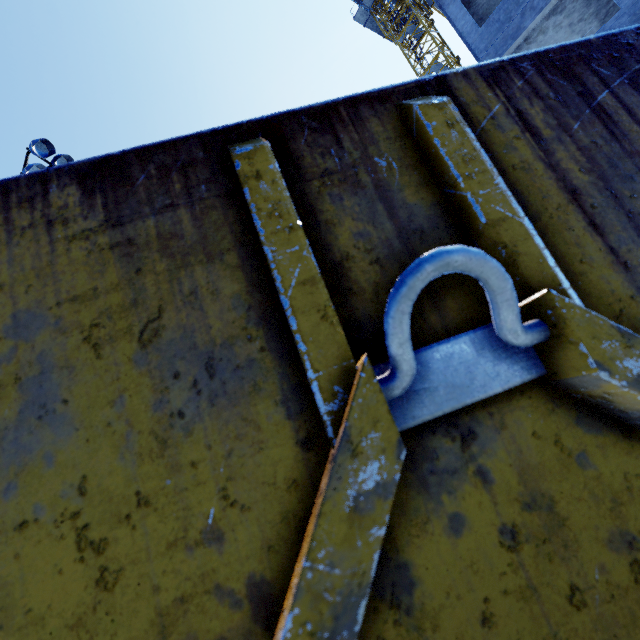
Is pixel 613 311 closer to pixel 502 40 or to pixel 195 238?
pixel 195 238

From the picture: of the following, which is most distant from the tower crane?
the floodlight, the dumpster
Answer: the dumpster

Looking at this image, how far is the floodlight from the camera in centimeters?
927cm

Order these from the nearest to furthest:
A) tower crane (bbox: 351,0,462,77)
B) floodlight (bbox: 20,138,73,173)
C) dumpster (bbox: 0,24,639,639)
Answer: dumpster (bbox: 0,24,639,639), floodlight (bbox: 20,138,73,173), tower crane (bbox: 351,0,462,77)

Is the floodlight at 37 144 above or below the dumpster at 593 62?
above

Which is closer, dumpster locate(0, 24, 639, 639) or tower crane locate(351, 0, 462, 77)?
dumpster locate(0, 24, 639, 639)

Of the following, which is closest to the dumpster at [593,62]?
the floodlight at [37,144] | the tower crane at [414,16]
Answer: the floodlight at [37,144]
